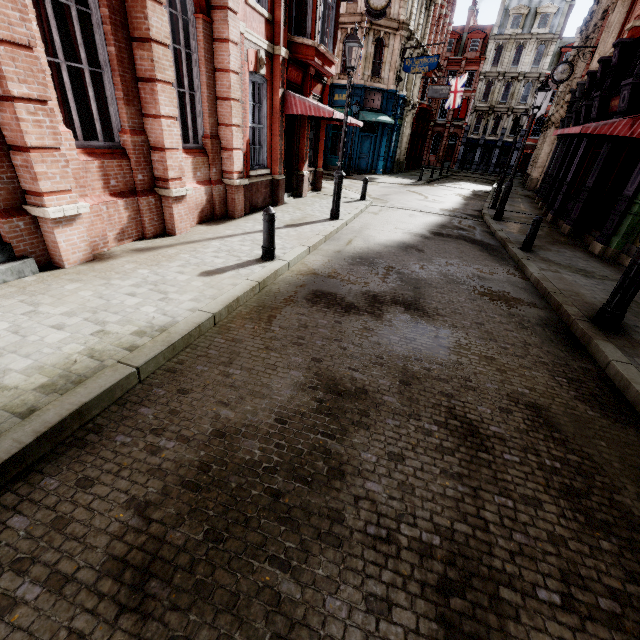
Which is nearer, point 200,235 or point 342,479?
point 342,479

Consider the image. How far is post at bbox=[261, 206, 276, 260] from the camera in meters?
5.8

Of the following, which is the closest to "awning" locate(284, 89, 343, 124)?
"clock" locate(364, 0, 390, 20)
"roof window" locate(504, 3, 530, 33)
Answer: "clock" locate(364, 0, 390, 20)

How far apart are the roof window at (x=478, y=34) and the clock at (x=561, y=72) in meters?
37.1 m

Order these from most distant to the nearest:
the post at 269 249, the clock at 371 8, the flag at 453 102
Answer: the flag at 453 102 → the clock at 371 8 → the post at 269 249

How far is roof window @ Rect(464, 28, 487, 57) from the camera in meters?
44.3 m

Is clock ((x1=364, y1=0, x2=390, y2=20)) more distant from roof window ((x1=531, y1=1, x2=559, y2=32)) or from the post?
roof window ((x1=531, y1=1, x2=559, y2=32))

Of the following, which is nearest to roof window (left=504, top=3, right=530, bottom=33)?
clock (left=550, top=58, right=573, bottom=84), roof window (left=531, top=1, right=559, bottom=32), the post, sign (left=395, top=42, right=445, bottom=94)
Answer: roof window (left=531, top=1, right=559, bottom=32)
